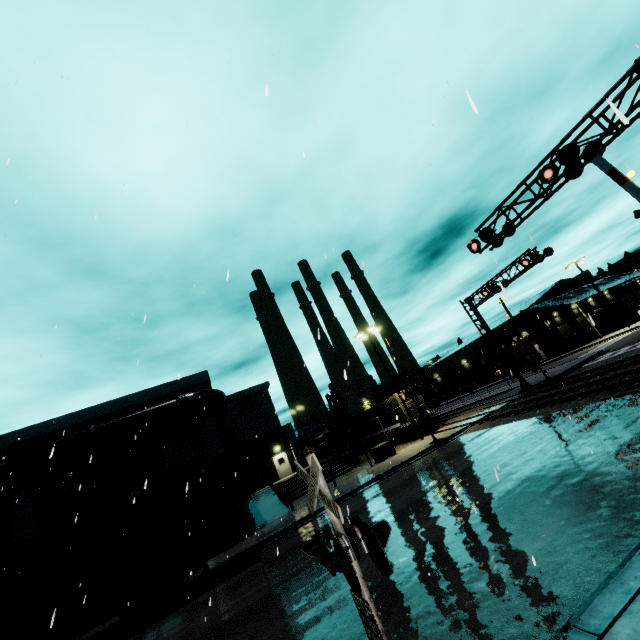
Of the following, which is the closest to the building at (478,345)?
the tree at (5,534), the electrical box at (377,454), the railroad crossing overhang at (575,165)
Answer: the tree at (5,534)

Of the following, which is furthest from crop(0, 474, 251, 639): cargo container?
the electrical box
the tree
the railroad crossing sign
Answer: the railroad crossing sign

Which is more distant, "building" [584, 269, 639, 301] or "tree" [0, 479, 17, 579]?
"building" [584, 269, 639, 301]

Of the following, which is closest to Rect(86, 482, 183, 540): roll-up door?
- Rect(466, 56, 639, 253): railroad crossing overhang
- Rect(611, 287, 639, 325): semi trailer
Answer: Rect(466, 56, 639, 253): railroad crossing overhang

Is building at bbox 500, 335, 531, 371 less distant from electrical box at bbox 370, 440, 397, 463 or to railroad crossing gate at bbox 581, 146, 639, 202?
electrical box at bbox 370, 440, 397, 463

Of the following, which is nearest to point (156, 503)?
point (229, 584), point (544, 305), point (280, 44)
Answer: point (229, 584)

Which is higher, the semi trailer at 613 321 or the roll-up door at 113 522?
the roll-up door at 113 522

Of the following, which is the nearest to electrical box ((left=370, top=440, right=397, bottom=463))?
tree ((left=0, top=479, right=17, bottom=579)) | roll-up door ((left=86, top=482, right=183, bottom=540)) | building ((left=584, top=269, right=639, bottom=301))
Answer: building ((left=584, top=269, right=639, bottom=301))
